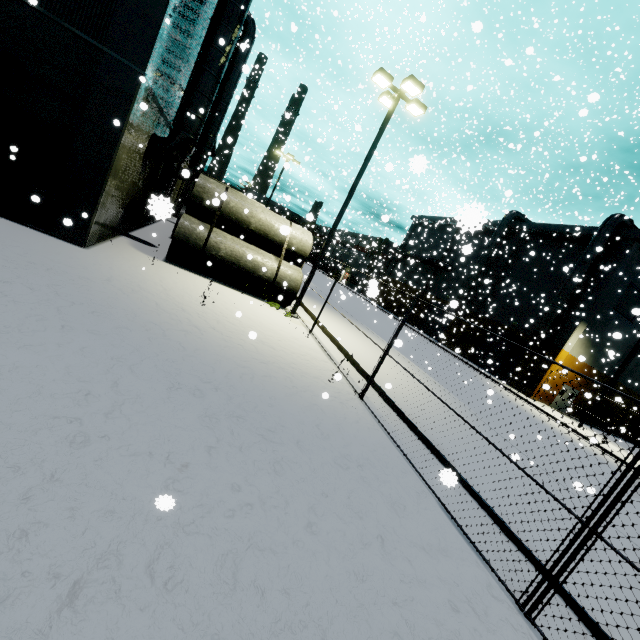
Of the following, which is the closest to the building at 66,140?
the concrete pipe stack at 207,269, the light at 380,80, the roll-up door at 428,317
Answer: the roll-up door at 428,317

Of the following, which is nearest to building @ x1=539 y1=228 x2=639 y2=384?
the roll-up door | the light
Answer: the roll-up door

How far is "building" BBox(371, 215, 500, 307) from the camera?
24.3 meters

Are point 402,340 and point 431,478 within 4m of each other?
no

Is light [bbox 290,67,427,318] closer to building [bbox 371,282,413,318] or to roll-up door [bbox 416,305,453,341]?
building [bbox 371,282,413,318]

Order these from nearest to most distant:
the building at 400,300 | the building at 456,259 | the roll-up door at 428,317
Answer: the roll-up door at 428,317 → the building at 456,259 → the building at 400,300

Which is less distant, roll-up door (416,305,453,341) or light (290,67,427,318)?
light (290,67,427,318)

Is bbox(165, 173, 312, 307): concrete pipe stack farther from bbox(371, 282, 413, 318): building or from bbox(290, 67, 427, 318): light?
bbox(371, 282, 413, 318): building
